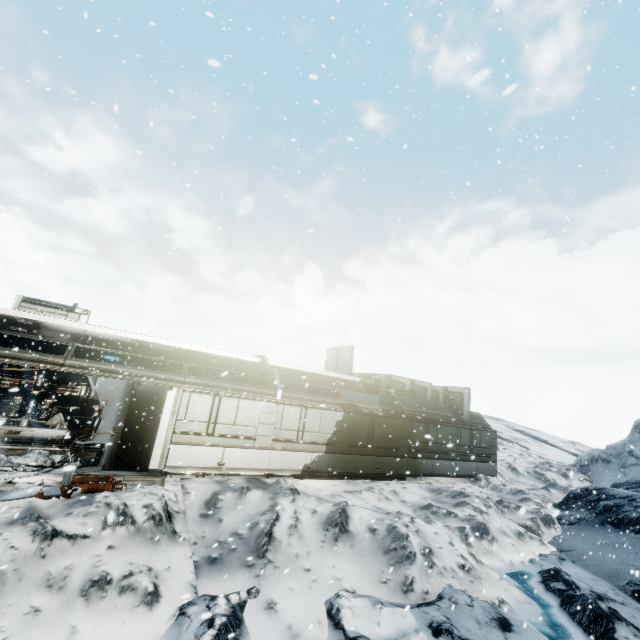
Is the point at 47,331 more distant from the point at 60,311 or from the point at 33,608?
the point at 33,608

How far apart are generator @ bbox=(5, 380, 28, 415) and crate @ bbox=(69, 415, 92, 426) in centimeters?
137cm

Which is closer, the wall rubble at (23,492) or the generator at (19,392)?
the wall rubble at (23,492)

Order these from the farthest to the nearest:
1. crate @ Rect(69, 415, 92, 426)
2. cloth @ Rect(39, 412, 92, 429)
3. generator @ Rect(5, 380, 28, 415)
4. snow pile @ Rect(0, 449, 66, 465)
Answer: crate @ Rect(69, 415, 92, 426) < cloth @ Rect(39, 412, 92, 429) < generator @ Rect(5, 380, 28, 415) < snow pile @ Rect(0, 449, 66, 465)

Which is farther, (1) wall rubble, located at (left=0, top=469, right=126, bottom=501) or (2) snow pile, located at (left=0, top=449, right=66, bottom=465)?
(2) snow pile, located at (left=0, top=449, right=66, bottom=465)

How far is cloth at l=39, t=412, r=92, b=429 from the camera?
14.8 meters

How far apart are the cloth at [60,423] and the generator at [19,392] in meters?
0.4

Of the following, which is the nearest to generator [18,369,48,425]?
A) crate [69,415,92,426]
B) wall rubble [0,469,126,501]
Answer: crate [69,415,92,426]
